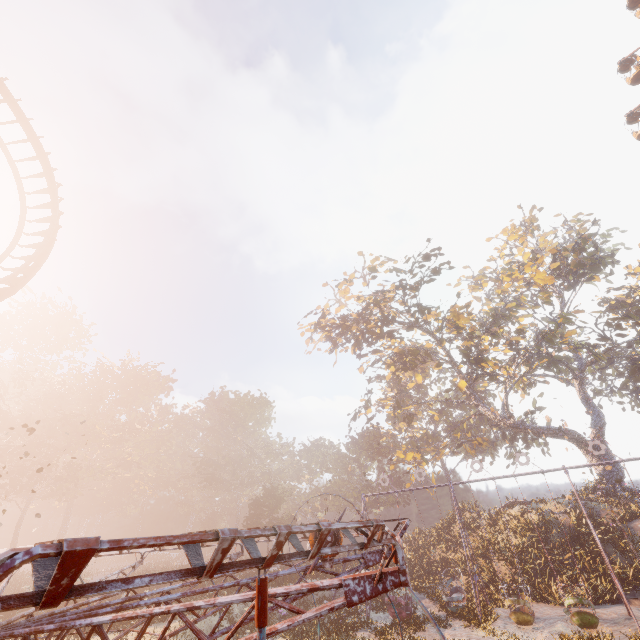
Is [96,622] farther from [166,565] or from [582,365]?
[166,565]

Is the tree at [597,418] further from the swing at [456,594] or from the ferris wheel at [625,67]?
the swing at [456,594]

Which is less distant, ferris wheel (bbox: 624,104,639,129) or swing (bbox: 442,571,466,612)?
swing (bbox: 442,571,466,612)

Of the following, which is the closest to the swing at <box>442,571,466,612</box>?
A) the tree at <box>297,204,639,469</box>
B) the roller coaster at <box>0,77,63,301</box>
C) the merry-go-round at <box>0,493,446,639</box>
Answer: the tree at <box>297,204,639,469</box>

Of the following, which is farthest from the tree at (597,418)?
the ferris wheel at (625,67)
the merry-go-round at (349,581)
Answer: the merry-go-round at (349,581)

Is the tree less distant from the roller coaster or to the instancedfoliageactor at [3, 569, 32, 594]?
the instancedfoliageactor at [3, 569, 32, 594]

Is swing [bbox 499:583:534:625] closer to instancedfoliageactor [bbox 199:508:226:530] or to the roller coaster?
instancedfoliageactor [bbox 199:508:226:530]

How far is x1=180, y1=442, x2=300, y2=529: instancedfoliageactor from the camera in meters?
41.4
